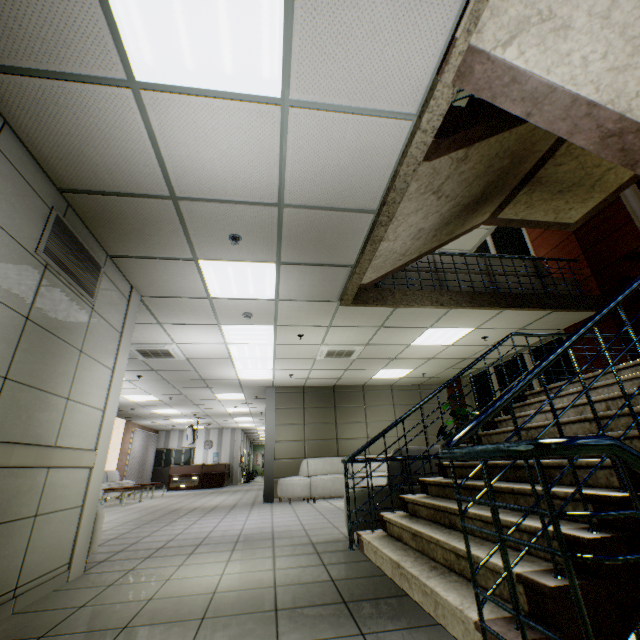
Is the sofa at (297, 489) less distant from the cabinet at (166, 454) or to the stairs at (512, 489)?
the stairs at (512, 489)

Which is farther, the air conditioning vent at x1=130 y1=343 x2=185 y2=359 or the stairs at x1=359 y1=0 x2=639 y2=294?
the air conditioning vent at x1=130 y1=343 x2=185 y2=359

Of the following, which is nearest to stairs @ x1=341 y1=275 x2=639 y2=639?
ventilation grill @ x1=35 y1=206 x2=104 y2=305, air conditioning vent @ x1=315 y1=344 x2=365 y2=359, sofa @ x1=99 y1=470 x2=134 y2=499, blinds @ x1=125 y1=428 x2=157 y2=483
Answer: air conditioning vent @ x1=315 y1=344 x2=365 y2=359

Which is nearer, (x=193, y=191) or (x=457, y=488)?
(x=457, y=488)

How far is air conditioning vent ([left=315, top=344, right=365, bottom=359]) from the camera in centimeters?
700cm

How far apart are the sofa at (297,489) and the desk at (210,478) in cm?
929

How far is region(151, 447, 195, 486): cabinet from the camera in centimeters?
1867cm

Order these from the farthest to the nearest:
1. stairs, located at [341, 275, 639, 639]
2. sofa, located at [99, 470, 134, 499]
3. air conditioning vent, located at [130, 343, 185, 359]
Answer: sofa, located at [99, 470, 134, 499] → air conditioning vent, located at [130, 343, 185, 359] → stairs, located at [341, 275, 639, 639]
